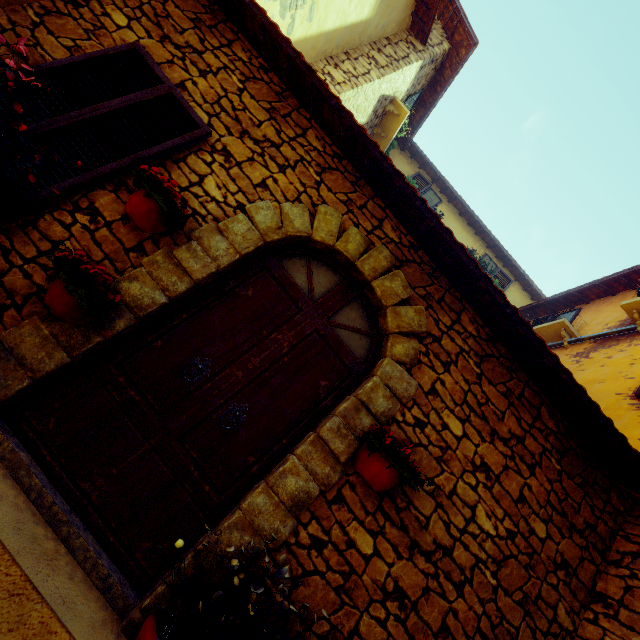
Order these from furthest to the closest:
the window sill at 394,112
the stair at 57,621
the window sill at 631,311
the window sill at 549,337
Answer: the window sill at 394,112 → the window sill at 549,337 → the window sill at 631,311 → the stair at 57,621

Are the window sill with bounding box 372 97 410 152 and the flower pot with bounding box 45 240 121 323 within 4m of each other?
no

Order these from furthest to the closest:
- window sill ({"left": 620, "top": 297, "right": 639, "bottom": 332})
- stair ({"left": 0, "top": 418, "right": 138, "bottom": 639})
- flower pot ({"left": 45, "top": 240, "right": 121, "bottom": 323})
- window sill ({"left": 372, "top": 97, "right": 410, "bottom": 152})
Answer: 1. window sill ({"left": 372, "top": 97, "right": 410, "bottom": 152})
2. window sill ({"left": 620, "top": 297, "right": 639, "bottom": 332})
3. flower pot ({"left": 45, "top": 240, "right": 121, "bottom": 323})
4. stair ({"left": 0, "top": 418, "right": 138, "bottom": 639})

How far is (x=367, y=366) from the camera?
3.0m

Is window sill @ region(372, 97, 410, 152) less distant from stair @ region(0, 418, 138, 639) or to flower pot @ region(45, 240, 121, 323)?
flower pot @ region(45, 240, 121, 323)

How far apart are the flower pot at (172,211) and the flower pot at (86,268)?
0.5m

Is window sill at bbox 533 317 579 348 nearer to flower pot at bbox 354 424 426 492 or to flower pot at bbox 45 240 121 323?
flower pot at bbox 354 424 426 492

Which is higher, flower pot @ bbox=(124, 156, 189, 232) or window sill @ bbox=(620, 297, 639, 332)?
window sill @ bbox=(620, 297, 639, 332)
